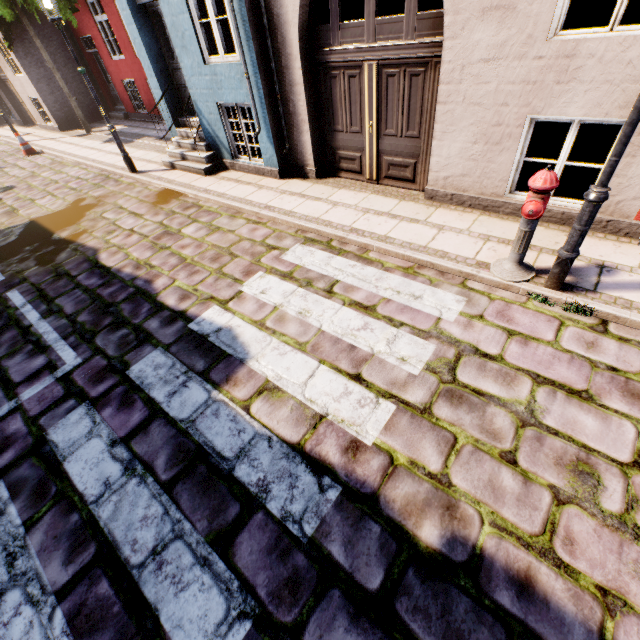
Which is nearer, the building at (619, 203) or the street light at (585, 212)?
the street light at (585, 212)

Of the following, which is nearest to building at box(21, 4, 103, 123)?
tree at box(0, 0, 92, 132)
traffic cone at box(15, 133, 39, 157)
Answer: tree at box(0, 0, 92, 132)

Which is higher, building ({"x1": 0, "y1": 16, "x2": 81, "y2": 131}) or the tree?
the tree

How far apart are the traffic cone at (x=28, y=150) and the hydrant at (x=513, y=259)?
16.42m

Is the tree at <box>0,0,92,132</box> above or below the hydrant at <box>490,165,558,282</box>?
above

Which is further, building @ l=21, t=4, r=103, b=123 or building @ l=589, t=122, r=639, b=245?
building @ l=21, t=4, r=103, b=123

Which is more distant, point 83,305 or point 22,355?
point 83,305

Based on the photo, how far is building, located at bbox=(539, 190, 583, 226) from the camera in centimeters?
438cm
